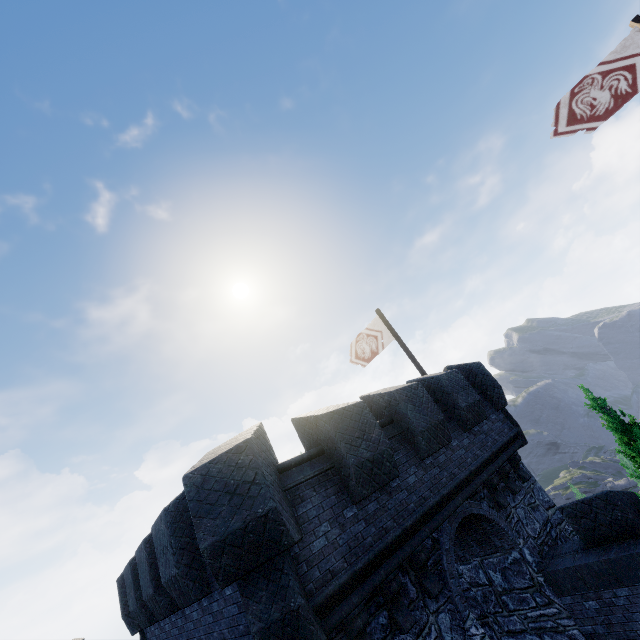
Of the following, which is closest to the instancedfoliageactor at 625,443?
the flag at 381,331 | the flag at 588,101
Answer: the flag at 381,331

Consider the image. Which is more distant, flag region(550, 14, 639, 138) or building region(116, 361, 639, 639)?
flag region(550, 14, 639, 138)

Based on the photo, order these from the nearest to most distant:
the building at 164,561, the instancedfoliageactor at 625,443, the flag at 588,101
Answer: the building at 164,561, the flag at 588,101, the instancedfoliageactor at 625,443

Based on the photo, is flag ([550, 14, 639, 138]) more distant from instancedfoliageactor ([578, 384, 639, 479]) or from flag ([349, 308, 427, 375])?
instancedfoliageactor ([578, 384, 639, 479])

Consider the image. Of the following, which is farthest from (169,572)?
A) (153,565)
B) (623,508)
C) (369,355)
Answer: (369,355)

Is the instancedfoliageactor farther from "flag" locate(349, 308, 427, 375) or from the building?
"flag" locate(349, 308, 427, 375)

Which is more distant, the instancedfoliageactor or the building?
the instancedfoliageactor

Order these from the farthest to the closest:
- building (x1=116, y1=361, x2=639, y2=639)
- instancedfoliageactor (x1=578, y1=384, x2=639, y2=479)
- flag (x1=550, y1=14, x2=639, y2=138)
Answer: instancedfoliageactor (x1=578, y1=384, x2=639, y2=479), flag (x1=550, y1=14, x2=639, y2=138), building (x1=116, y1=361, x2=639, y2=639)
